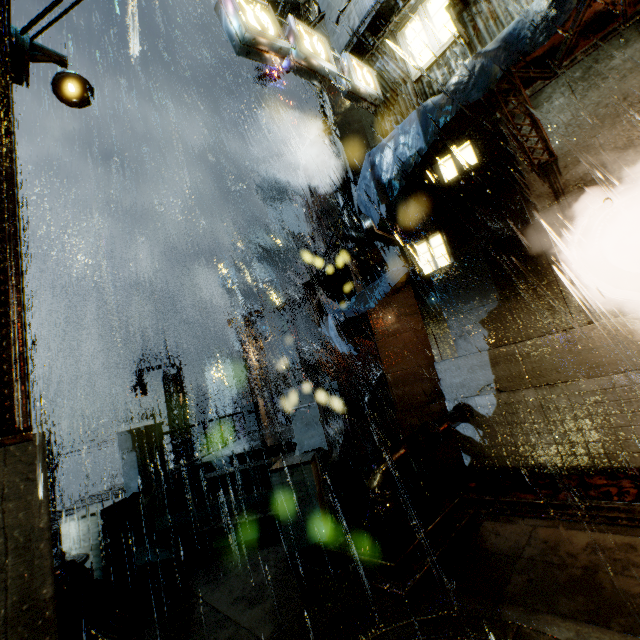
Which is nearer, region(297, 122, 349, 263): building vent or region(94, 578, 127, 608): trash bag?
region(94, 578, 127, 608): trash bag

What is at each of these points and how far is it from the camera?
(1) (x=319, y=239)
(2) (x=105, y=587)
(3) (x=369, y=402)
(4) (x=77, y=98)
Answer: (1) building vent, 18.4 meters
(2) trash bag, 5.1 meters
(3) pipe, 19.5 meters
(4) lamp, 4.8 meters

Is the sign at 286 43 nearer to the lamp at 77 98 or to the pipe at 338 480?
the lamp at 77 98

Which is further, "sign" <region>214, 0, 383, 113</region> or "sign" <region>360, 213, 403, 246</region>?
"sign" <region>360, 213, 403, 246</region>

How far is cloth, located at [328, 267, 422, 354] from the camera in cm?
955

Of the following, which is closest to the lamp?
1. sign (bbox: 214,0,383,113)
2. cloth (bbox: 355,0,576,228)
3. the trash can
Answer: sign (bbox: 214,0,383,113)

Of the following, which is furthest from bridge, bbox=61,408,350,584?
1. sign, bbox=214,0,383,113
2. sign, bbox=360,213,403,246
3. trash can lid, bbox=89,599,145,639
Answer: sign, bbox=214,0,383,113

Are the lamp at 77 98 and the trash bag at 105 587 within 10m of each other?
yes
